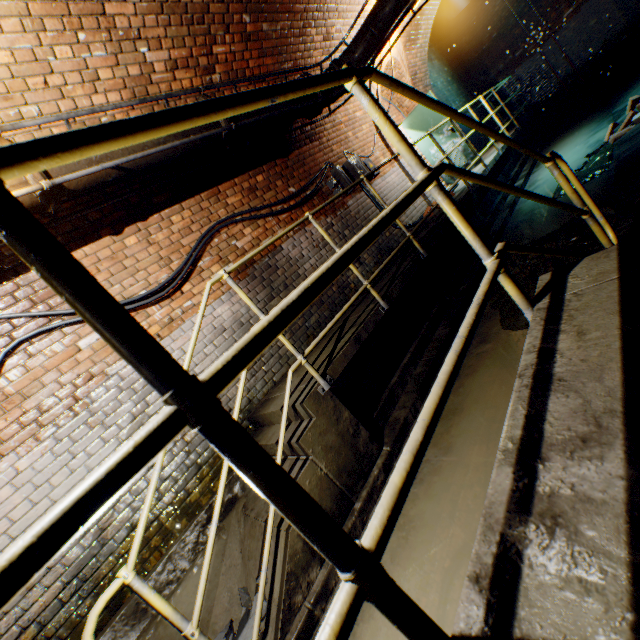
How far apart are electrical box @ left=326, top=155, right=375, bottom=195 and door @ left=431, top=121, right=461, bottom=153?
3.1m

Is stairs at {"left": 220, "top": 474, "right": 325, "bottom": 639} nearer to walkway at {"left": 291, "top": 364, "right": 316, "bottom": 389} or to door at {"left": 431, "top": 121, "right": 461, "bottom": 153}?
walkway at {"left": 291, "top": 364, "right": 316, "bottom": 389}

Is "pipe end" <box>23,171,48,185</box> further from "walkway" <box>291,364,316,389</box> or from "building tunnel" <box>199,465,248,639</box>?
"walkway" <box>291,364,316,389</box>

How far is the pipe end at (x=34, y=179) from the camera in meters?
2.4 m

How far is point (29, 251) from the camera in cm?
49

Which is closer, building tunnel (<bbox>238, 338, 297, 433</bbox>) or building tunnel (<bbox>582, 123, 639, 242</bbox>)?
building tunnel (<bbox>582, 123, 639, 242</bbox>)

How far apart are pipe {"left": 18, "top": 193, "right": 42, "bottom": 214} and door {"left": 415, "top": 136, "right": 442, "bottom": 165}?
8.3m

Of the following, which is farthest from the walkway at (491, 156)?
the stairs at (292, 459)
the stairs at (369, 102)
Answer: the stairs at (369, 102)
